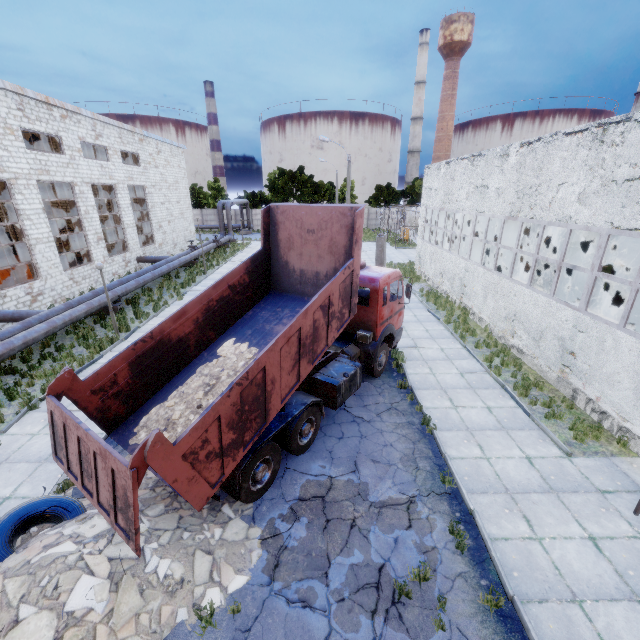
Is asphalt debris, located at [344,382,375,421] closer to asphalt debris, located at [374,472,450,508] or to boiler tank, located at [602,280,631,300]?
asphalt debris, located at [374,472,450,508]

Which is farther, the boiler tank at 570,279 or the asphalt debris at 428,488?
the boiler tank at 570,279

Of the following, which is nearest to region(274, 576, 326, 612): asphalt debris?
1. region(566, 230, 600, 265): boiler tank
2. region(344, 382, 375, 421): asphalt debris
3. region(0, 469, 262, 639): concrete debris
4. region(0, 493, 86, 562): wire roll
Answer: region(0, 469, 262, 639): concrete debris

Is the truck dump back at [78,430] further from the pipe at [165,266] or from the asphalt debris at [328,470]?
the pipe at [165,266]

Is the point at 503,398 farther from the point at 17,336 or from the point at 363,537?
the point at 17,336

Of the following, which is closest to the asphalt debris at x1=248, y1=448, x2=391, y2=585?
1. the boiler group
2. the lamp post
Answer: the lamp post

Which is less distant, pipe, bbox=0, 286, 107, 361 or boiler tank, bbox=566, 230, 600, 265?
pipe, bbox=0, 286, 107, 361

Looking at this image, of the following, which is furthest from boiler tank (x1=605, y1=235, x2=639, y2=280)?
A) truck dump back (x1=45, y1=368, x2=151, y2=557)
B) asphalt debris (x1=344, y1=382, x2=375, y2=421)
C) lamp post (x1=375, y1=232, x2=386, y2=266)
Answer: truck dump back (x1=45, y1=368, x2=151, y2=557)
